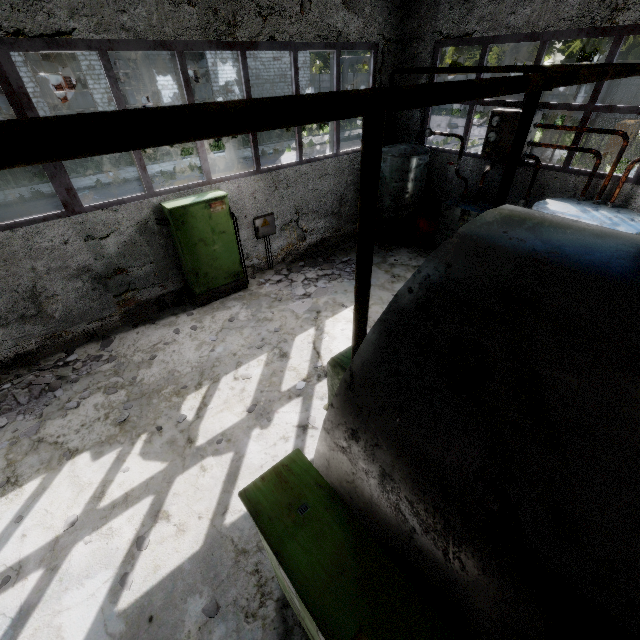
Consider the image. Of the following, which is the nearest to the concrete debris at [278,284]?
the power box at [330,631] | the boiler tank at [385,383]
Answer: the boiler tank at [385,383]

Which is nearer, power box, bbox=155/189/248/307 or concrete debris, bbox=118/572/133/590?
concrete debris, bbox=118/572/133/590

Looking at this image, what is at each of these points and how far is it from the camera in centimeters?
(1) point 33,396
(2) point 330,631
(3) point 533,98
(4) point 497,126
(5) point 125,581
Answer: (1) concrete debris, 587cm
(2) power box, 159cm
(3) pipe holder, 308cm
(4) boiler group, 760cm
(5) concrete debris, 372cm

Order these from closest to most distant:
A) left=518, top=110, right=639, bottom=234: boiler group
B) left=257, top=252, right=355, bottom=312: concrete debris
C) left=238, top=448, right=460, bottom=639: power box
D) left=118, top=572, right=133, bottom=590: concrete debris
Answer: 1. left=238, top=448, right=460, bottom=639: power box
2. left=118, top=572, right=133, bottom=590: concrete debris
3. left=518, top=110, right=639, bottom=234: boiler group
4. left=257, top=252, right=355, bottom=312: concrete debris

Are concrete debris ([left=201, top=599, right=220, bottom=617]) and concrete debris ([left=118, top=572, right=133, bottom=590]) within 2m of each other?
yes

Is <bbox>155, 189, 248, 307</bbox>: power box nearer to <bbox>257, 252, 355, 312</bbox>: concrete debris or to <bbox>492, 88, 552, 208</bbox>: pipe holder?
<bbox>257, 252, 355, 312</bbox>: concrete debris

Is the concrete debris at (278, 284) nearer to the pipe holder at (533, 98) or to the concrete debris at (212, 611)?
the pipe holder at (533, 98)

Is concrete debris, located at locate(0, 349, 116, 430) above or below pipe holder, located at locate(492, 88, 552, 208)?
below
